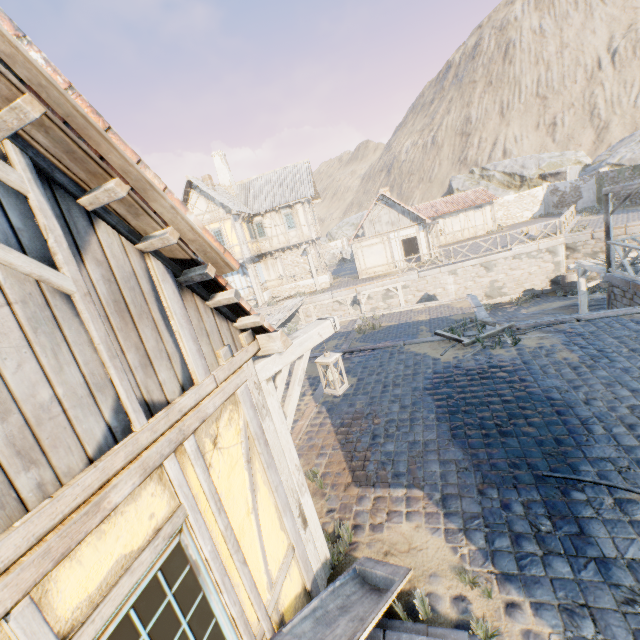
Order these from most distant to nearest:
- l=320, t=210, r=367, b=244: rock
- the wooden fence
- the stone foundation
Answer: l=320, t=210, r=367, b=244: rock < the stone foundation < the wooden fence

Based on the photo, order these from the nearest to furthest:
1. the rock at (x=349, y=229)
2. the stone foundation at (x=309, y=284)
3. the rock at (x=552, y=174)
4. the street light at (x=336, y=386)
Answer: the street light at (x=336, y=386), the stone foundation at (x=309, y=284), the rock at (x=552, y=174), the rock at (x=349, y=229)

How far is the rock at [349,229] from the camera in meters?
44.7 m

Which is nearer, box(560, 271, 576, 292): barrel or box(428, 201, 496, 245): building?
box(560, 271, 576, 292): barrel

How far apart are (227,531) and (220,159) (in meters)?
27.92

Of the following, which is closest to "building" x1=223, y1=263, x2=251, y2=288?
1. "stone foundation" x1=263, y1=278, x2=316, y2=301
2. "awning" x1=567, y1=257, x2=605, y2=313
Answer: "stone foundation" x1=263, y1=278, x2=316, y2=301

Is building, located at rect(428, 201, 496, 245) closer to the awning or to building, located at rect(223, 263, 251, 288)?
building, located at rect(223, 263, 251, 288)

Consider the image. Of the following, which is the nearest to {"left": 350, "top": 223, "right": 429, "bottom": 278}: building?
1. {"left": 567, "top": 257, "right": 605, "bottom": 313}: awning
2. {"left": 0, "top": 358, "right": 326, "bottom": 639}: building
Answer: {"left": 567, "top": 257, "right": 605, "bottom": 313}: awning
